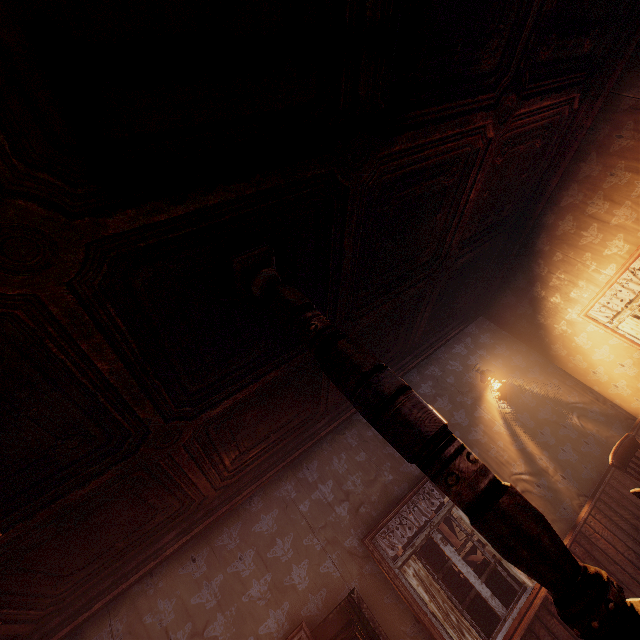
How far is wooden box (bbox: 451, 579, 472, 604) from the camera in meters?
4.0

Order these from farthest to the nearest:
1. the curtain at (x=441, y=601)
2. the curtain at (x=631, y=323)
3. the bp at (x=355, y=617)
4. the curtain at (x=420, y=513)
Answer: the curtain at (x=631, y=323), the curtain at (x=420, y=513), the curtain at (x=441, y=601), the bp at (x=355, y=617)

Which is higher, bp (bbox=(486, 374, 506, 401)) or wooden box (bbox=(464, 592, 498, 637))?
bp (bbox=(486, 374, 506, 401))

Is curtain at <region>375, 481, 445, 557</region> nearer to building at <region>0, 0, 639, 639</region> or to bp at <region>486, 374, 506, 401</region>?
building at <region>0, 0, 639, 639</region>

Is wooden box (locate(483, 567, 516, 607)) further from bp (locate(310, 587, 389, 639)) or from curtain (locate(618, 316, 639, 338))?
bp (locate(310, 587, 389, 639))

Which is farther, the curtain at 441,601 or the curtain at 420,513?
the curtain at 420,513

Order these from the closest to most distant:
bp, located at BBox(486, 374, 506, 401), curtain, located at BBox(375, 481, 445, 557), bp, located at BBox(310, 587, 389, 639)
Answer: bp, located at BBox(310, 587, 389, 639)
curtain, located at BBox(375, 481, 445, 557)
bp, located at BBox(486, 374, 506, 401)

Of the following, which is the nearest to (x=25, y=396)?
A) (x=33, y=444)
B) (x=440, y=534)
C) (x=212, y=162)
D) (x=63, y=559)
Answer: (x=33, y=444)
